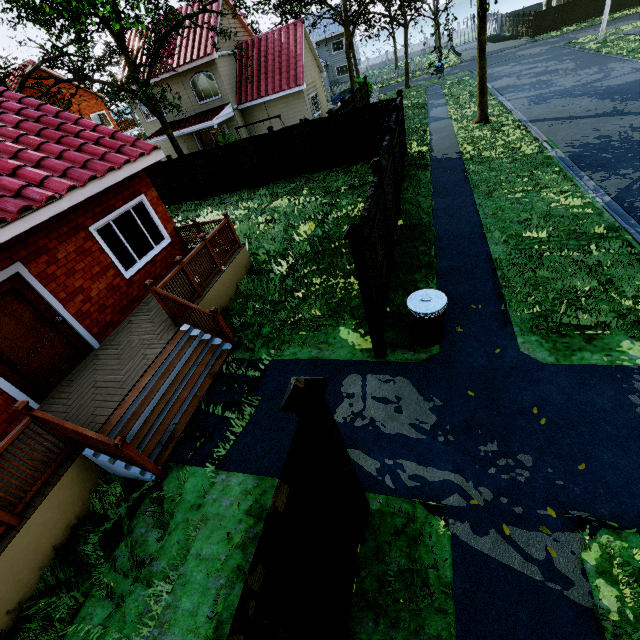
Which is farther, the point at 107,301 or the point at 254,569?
the point at 107,301

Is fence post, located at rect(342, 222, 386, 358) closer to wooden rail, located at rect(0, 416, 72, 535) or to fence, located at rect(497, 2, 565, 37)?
fence, located at rect(497, 2, 565, 37)

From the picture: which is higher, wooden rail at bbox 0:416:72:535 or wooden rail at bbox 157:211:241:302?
wooden rail at bbox 157:211:241:302

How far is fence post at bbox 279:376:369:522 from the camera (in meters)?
2.40

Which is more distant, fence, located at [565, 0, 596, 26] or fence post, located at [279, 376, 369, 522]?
fence, located at [565, 0, 596, 26]

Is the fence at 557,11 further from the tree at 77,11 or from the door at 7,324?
the door at 7,324

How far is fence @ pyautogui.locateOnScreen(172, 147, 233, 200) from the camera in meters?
16.8 m

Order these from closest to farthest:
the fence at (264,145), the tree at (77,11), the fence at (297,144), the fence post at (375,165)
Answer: the fence post at (375,165), the tree at (77,11), the fence at (297,144), the fence at (264,145)
